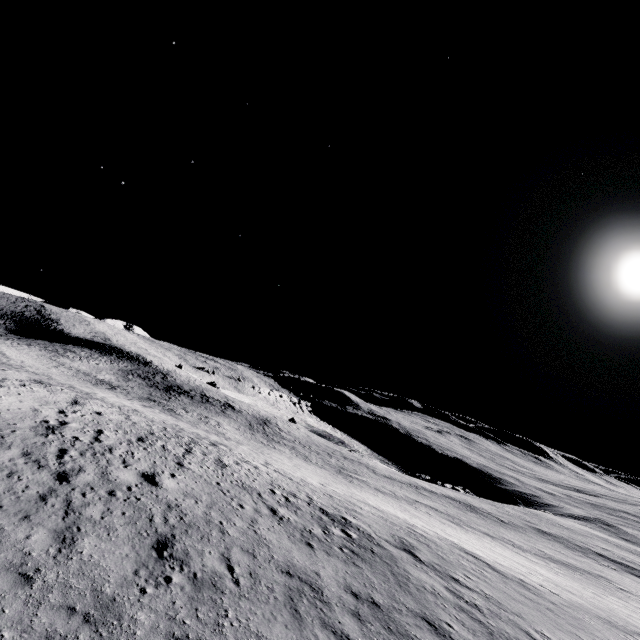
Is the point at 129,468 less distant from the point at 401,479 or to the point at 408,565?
the point at 408,565
